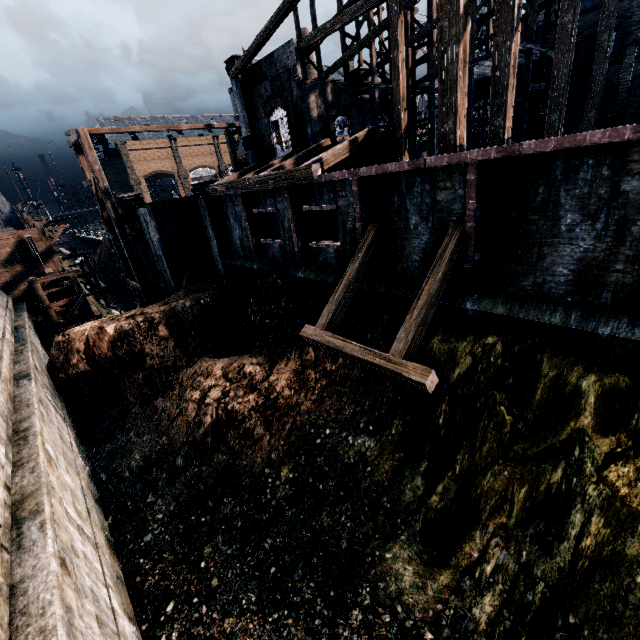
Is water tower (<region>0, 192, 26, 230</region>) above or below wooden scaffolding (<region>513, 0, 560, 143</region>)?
below

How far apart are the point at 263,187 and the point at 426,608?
17.66m

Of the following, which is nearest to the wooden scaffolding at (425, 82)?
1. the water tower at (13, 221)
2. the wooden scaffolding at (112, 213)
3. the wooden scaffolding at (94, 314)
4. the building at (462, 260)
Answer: the building at (462, 260)

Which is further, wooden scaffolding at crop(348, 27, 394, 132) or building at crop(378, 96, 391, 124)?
building at crop(378, 96, 391, 124)

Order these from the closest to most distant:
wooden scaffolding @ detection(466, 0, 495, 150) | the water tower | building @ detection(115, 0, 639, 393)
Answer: building @ detection(115, 0, 639, 393) → wooden scaffolding @ detection(466, 0, 495, 150) → the water tower

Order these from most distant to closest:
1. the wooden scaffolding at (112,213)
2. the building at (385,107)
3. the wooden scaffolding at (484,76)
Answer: the building at (385,107), the wooden scaffolding at (484,76), the wooden scaffolding at (112,213)

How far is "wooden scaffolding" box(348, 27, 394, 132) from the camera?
25.5m

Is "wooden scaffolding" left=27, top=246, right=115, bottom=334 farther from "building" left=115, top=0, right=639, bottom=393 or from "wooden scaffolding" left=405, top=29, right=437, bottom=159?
"wooden scaffolding" left=405, top=29, right=437, bottom=159
